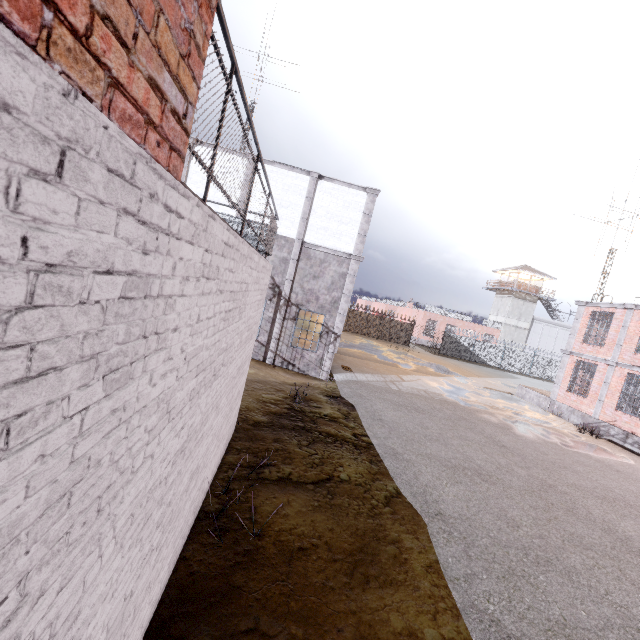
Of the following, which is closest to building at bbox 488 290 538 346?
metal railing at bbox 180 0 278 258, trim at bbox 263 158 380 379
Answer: trim at bbox 263 158 380 379

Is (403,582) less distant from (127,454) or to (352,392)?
(127,454)

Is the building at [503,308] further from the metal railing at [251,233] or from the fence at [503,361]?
the metal railing at [251,233]

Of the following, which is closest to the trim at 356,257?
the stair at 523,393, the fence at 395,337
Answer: the fence at 395,337

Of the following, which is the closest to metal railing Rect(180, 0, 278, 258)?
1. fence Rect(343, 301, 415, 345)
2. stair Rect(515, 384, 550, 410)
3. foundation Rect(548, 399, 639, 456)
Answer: fence Rect(343, 301, 415, 345)

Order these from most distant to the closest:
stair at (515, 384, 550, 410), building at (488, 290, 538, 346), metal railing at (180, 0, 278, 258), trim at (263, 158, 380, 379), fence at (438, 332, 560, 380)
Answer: building at (488, 290, 538, 346), fence at (438, 332, 560, 380), stair at (515, 384, 550, 410), trim at (263, 158, 380, 379), metal railing at (180, 0, 278, 258)

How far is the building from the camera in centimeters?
4684cm
